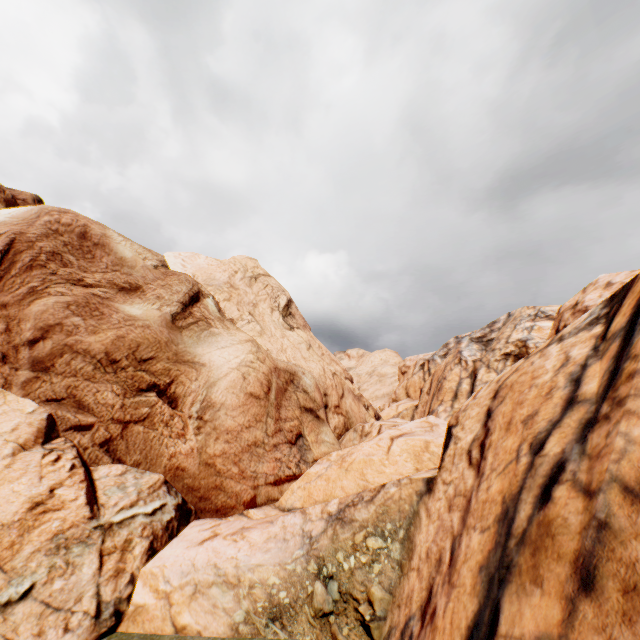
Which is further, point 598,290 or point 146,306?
point 146,306
